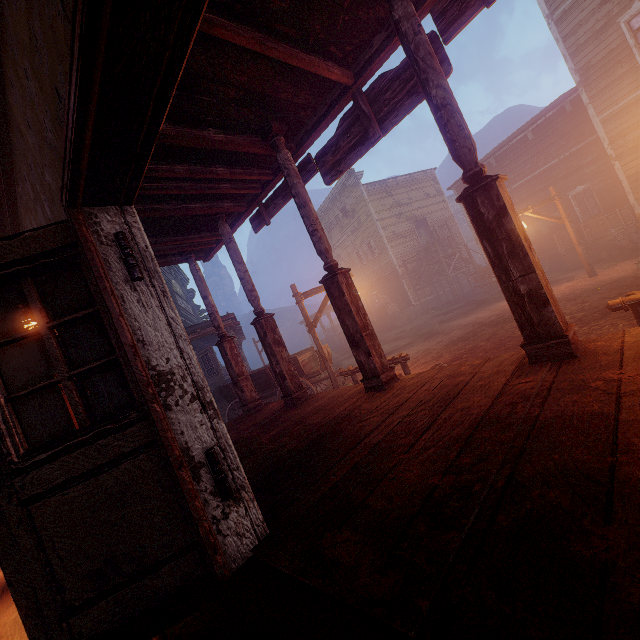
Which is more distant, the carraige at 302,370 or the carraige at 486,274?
the carraige at 486,274

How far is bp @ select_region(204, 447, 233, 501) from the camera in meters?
1.8

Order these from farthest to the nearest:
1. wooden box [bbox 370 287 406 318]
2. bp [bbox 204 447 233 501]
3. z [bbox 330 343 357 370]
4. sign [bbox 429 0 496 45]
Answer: wooden box [bbox 370 287 406 318]
z [bbox 330 343 357 370]
sign [bbox 429 0 496 45]
bp [bbox 204 447 233 501]

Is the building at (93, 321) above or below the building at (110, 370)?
above

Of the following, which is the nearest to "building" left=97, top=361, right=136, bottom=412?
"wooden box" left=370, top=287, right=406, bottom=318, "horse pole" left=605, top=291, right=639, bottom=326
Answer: "wooden box" left=370, top=287, right=406, bottom=318

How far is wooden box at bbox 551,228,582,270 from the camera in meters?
14.2

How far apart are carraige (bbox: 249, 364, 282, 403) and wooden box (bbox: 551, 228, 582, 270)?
11.9m

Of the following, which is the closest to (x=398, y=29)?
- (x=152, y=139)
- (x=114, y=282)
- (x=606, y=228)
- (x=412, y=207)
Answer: (x=152, y=139)
